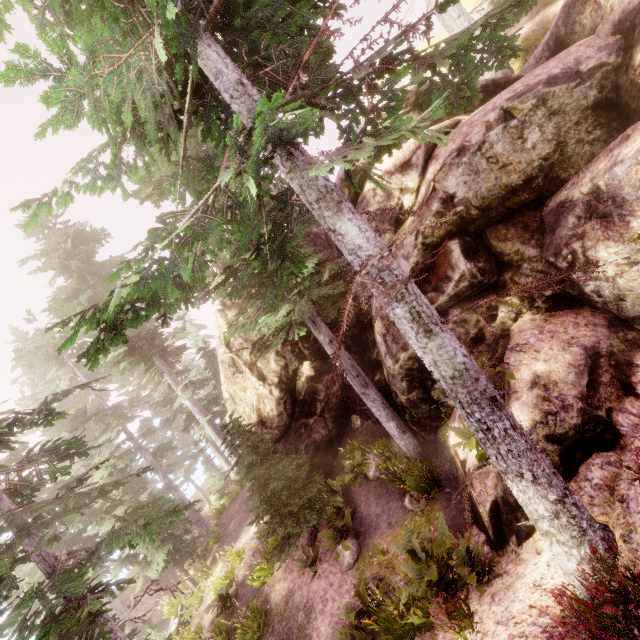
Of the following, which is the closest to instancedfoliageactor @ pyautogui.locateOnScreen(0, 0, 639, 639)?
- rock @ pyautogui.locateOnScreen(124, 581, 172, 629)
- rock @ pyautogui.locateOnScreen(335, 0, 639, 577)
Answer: rock @ pyautogui.locateOnScreen(335, 0, 639, 577)

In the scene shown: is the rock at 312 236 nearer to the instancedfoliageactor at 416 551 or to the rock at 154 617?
the instancedfoliageactor at 416 551

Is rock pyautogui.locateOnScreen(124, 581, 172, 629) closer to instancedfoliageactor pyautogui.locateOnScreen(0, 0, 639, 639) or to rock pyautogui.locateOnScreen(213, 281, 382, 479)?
instancedfoliageactor pyautogui.locateOnScreen(0, 0, 639, 639)

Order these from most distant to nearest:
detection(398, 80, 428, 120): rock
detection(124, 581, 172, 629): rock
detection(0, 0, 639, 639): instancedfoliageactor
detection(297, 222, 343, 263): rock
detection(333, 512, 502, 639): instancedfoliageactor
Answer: detection(124, 581, 172, 629): rock → detection(297, 222, 343, 263): rock → detection(398, 80, 428, 120): rock → detection(333, 512, 502, 639): instancedfoliageactor → detection(0, 0, 639, 639): instancedfoliageactor

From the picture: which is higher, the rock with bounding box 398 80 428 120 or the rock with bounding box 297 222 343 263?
the rock with bounding box 398 80 428 120

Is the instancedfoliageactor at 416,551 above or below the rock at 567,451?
below

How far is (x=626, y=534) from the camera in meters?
4.4
